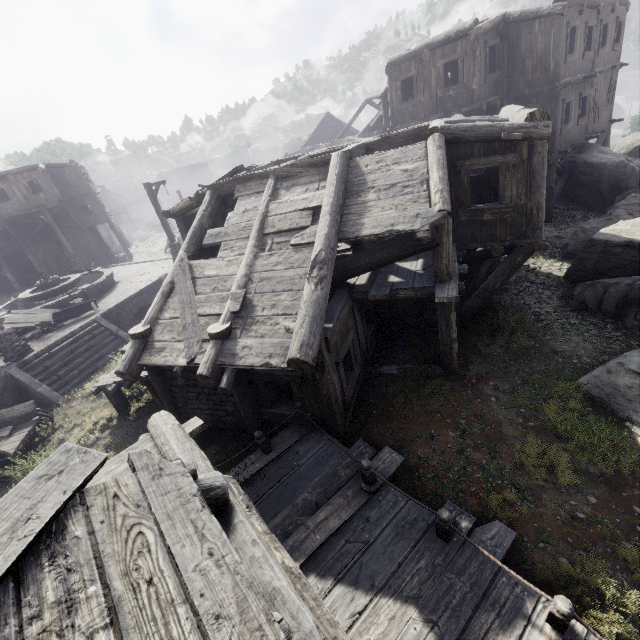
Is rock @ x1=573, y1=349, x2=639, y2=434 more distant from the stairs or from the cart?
the stairs

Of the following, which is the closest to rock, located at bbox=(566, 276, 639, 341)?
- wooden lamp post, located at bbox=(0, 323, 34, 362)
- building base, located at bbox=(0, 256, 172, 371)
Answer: building base, located at bbox=(0, 256, 172, 371)

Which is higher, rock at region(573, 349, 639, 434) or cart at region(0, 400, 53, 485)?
cart at region(0, 400, 53, 485)

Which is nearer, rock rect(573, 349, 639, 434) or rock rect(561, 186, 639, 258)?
rock rect(573, 349, 639, 434)

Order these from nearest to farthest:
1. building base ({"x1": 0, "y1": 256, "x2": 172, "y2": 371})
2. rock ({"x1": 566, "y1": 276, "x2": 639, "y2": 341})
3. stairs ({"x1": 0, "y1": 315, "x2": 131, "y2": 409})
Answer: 1. rock ({"x1": 566, "y1": 276, "x2": 639, "y2": 341})
2. stairs ({"x1": 0, "y1": 315, "x2": 131, "y2": 409})
3. building base ({"x1": 0, "y1": 256, "x2": 172, "y2": 371})

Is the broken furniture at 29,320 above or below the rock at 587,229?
above

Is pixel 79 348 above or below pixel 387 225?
below

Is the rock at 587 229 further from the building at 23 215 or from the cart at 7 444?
the cart at 7 444
